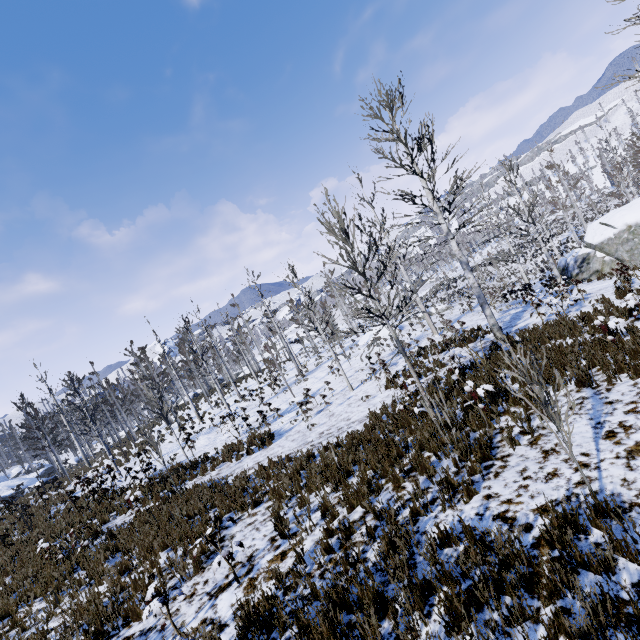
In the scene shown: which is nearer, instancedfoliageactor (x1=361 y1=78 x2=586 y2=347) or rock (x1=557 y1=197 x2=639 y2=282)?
instancedfoliageactor (x1=361 y1=78 x2=586 y2=347)

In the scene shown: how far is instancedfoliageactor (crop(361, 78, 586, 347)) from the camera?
12.0 meters

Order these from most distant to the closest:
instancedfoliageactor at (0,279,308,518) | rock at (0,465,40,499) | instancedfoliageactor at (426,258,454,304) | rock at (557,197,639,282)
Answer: rock at (0,465,40,499) < rock at (557,197,639,282) < instancedfoliageactor at (0,279,308,518) < instancedfoliageactor at (426,258,454,304)

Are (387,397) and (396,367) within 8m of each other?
yes

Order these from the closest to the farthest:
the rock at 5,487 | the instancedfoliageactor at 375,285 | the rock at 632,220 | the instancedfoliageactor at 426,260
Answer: Result: the instancedfoliageactor at 375,285 < the instancedfoliageactor at 426,260 < the rock at 632,220 < the rock at 5,487

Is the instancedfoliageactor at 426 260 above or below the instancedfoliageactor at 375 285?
above

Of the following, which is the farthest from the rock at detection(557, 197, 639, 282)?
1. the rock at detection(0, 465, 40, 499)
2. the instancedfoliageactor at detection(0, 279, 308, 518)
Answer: the rock at detection(0, 465, 40, 499)
